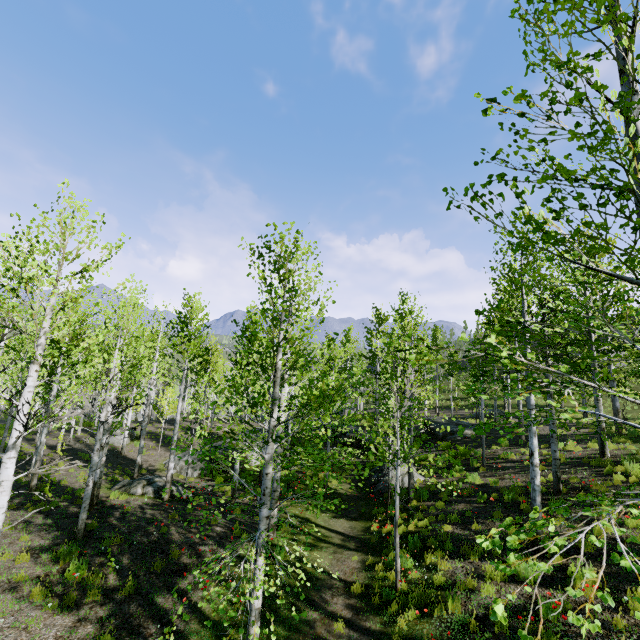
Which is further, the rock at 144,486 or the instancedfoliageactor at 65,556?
the rock at 144,486

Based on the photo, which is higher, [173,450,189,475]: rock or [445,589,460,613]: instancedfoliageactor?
[445,589,460,613]: instancedfoliageactor

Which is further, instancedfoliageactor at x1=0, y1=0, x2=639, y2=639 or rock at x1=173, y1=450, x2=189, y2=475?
rock at x1=173, y1=450, x2=189, y2=475

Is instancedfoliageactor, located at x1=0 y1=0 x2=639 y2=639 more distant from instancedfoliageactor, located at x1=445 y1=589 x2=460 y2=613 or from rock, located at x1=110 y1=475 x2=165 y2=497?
instancedfoliageactor, located at x1=445 y1=589 x2=460 y2=613

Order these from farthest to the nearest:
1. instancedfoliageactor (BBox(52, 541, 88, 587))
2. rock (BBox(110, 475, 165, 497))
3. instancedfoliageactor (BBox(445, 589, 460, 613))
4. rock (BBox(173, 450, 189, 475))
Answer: rock (BBox(173, 450, 189, 475)) < rock (BBox(110, 475, 165, 497)) < instancedfoliageactor (BBox(52, 541, 88, 587)) < instancedfoliageactor (BBox(445, 589, 460, 613))

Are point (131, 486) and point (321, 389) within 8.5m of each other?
no

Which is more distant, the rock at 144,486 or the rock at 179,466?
the rock at 179,466

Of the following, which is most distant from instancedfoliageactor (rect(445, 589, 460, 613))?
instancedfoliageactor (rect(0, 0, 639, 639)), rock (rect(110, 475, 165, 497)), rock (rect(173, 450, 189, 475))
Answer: instancedfoliageactor (rect(0, 0, 639, 639))
